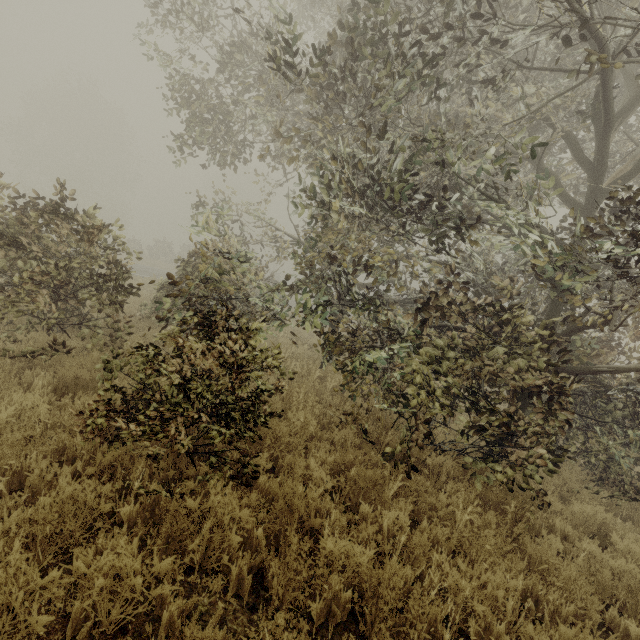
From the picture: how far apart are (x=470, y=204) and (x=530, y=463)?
4.8m
